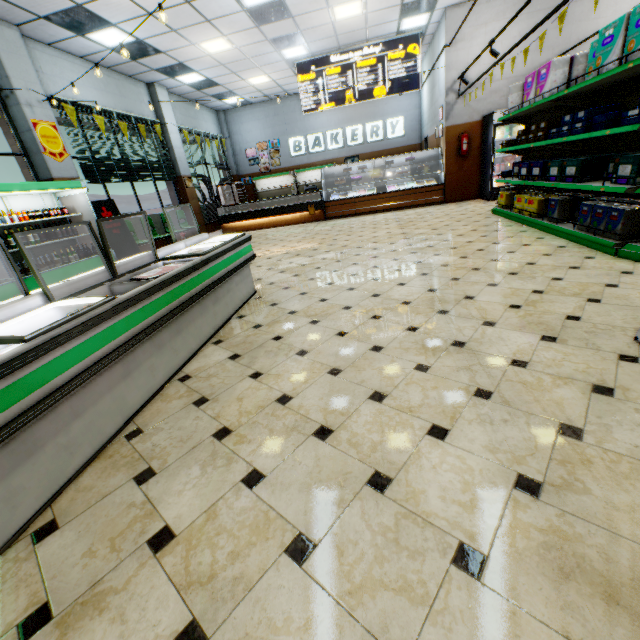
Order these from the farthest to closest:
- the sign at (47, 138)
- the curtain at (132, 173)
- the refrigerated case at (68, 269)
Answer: the curtain at (132, 173) → the sign at (47, 138) → the refrigerated case at (68, 269)

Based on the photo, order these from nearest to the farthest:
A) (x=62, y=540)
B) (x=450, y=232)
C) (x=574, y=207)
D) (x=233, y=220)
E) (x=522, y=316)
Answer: (x=62, y=540)
(x=522, y=316)
(x=574, y=207)
(x=450, y=232)
(x=233, y=220)

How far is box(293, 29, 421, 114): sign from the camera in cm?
1001

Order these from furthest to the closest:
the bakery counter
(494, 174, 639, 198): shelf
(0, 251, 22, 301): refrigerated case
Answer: the bakery counter, (0, 251, 22, 301): refrigerated case, (494, 174, 639, 198): shelf

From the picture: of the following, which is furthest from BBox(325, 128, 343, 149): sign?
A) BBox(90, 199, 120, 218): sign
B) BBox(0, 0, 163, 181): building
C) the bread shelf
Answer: BBox(90, 199, 120, 218): sign

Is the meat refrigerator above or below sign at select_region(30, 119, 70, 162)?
below

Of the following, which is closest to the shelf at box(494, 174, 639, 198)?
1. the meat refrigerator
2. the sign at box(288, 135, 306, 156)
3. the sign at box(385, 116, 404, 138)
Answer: the meat refrigerator

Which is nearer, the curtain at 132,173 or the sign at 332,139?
the curtain at 132,173
